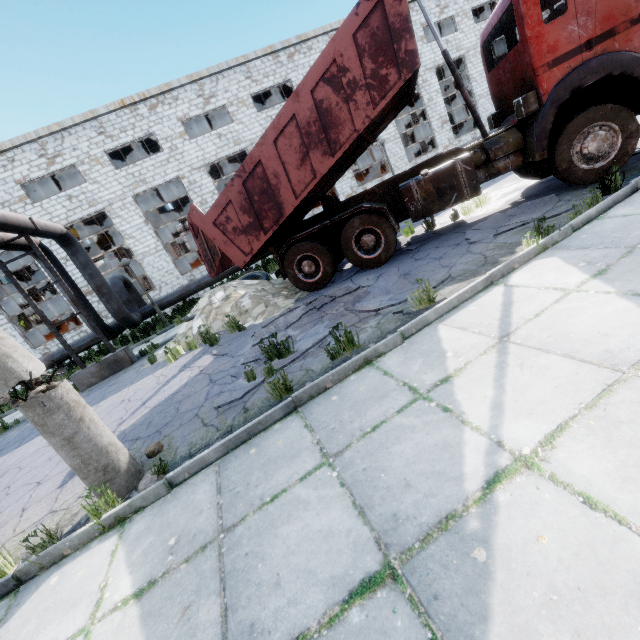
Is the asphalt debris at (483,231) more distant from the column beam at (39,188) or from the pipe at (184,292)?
the column beam at (39,188)

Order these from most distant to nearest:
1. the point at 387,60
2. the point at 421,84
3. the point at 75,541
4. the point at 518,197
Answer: the point at 421,84 → the point at 518,197 → the point at 387,60 → the point at 75,541

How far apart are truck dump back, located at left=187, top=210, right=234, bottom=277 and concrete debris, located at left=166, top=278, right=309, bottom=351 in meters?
0.6

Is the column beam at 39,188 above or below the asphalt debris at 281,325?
above

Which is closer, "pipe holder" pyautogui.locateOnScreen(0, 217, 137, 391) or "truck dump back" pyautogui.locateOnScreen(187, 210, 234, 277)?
"truck dump back" pyautogui.locateOnScreen(187, 210, 234, 277)

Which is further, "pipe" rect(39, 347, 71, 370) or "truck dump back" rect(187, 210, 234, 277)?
"pipe" rect(39, 347, 71, 370)

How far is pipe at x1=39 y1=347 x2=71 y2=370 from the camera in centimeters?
1470cm

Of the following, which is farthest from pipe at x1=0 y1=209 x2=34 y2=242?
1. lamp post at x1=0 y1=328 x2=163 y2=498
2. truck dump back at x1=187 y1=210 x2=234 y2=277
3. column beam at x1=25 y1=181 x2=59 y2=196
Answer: column beam at x1=25 y1=181 x2=59 y2=196
